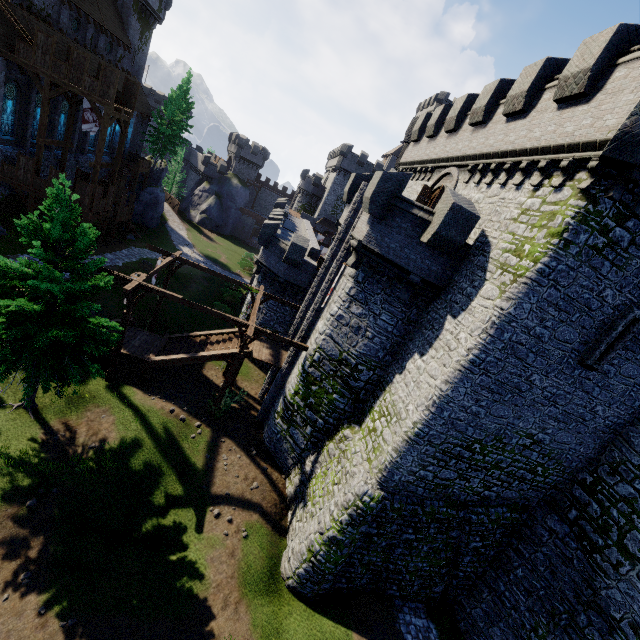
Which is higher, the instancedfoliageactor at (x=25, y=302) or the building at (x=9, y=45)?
the building at (x=9, y=45)

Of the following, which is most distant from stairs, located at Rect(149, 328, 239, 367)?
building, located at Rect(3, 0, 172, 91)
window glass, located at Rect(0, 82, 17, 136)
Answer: window glass, located at Rect(0, 82, 17, 136)

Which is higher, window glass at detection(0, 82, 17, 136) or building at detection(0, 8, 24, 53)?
building at detection(0, 8, 24, 53)

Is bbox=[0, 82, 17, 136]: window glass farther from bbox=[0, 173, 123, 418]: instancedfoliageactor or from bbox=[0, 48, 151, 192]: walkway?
bbox=[0, 173, 123, 418]: instancedfoliageactor

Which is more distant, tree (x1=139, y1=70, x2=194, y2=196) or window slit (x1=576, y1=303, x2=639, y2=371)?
tree (x1=139, y1=70, x2=194, y2=196)

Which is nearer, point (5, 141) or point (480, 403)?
point (480, 403)

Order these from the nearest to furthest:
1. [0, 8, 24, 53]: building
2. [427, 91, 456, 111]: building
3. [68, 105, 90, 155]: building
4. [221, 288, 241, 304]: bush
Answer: [0, 8, 24, 53]: building < [68, 105, 90, 155]: building < [221, 288, 241, 304]: bush < [427, 91, 456, 111]: building

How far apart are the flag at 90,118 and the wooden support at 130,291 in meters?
16.8 m
